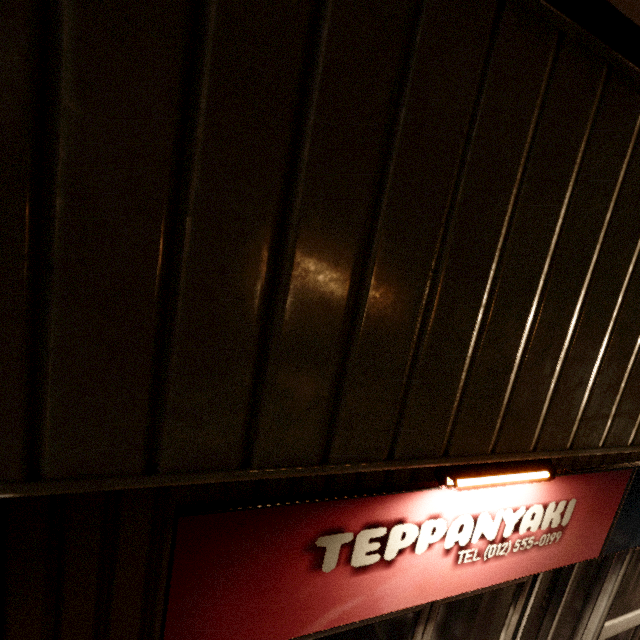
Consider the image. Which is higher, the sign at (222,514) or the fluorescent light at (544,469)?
the fluorescent light at (544,469)

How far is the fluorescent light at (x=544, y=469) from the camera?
1.5 meters

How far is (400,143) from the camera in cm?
104

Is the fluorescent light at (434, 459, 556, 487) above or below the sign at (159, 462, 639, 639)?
above

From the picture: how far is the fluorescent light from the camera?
1.5m
